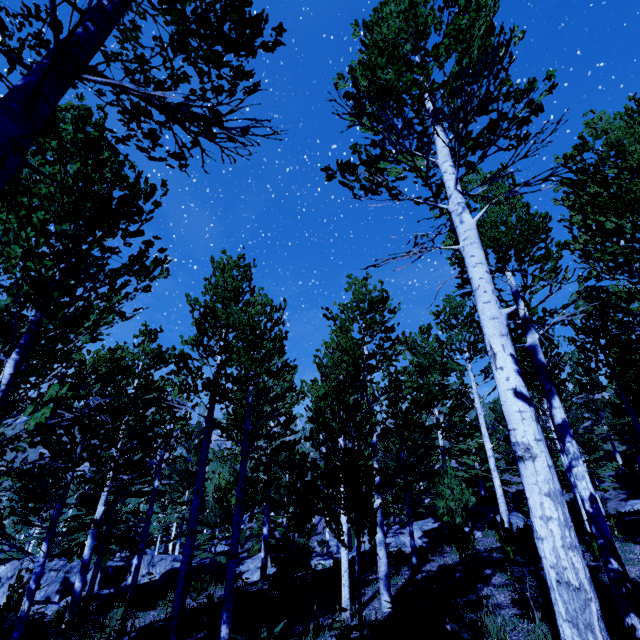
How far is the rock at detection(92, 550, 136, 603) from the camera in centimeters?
1551cm

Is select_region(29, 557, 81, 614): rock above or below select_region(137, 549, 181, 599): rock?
below

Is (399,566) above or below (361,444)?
below

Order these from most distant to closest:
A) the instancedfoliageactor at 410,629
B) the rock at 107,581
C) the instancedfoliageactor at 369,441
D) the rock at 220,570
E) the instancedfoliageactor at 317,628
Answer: the rock at 107,581
the rock at 220,570
the instancedfoliageactor at 317,628
the instancedfoliageactor at 410,629
the instancedfoliageactor at 369,441

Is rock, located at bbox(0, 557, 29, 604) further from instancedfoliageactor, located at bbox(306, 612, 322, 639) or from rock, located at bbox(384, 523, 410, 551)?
rock, located at bbox(384, 523, 410, 551)

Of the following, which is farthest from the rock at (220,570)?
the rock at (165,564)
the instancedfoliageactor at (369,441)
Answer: the rock at (165,564)

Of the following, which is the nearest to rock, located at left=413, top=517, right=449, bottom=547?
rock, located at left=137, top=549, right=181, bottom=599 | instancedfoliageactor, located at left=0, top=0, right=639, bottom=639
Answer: instancedfoliageactor, located at left=0, top=0, right=639, bottom=639
